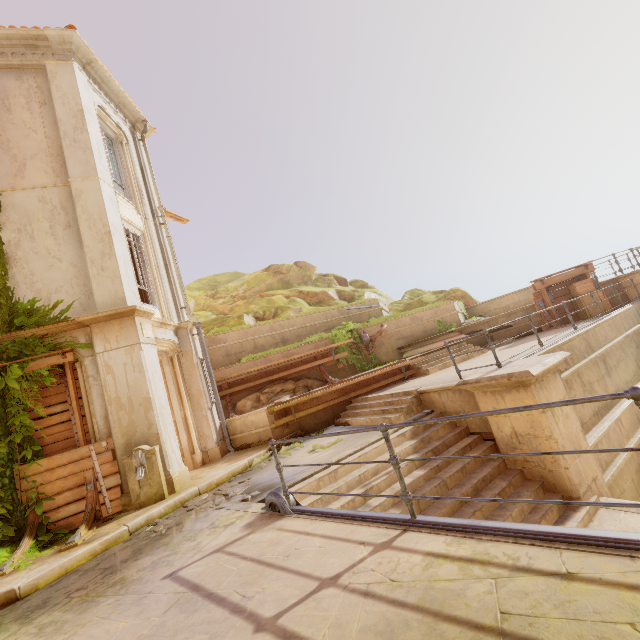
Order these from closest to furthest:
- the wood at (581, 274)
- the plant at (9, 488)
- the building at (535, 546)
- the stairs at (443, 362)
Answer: the building at (535, 546), the plant at (9, 488), the stairs at (443, 362), the wood at (581, 274)

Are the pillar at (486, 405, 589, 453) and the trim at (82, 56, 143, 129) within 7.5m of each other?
no

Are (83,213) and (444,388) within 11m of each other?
yes

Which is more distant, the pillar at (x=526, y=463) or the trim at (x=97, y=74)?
the trim at (x=97, y=74)

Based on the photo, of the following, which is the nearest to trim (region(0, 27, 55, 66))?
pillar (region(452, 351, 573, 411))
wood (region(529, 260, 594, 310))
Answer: pillar (region(452, 351, 573, 411))

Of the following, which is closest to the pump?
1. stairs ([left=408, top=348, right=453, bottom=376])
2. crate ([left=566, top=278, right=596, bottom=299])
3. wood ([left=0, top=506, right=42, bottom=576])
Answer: wood ([left=0, top=506, right=42, bottom=576])

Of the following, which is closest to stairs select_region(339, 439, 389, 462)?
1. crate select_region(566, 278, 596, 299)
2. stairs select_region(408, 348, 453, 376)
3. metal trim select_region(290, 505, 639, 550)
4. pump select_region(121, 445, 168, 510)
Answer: metal trim select_region(290, 505, 639, 550)

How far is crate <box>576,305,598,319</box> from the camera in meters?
12.4
